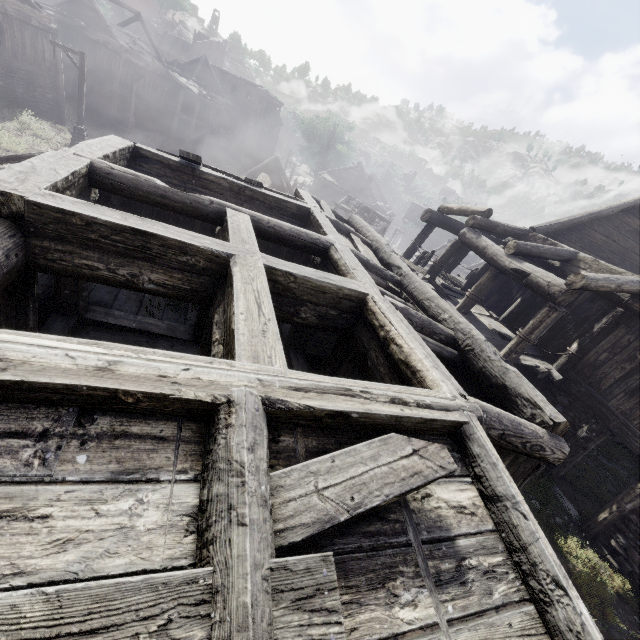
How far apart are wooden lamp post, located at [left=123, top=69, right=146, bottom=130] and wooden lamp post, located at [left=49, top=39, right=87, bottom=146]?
13.0 meters

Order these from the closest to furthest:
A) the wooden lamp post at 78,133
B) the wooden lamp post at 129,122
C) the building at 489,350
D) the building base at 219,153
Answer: the building at 489,350, the wooden lamp post at 78,133, the wooden lamp post at 129,122, the building base at 219,153

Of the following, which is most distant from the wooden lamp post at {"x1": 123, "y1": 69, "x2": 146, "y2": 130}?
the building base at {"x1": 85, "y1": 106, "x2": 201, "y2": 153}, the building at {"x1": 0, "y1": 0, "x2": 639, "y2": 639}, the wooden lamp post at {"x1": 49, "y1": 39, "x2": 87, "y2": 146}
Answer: the building at {"x1": 0, "y1": 0, "x2": 639, "y2": 639}

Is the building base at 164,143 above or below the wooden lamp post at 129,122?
below

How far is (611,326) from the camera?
8.5m

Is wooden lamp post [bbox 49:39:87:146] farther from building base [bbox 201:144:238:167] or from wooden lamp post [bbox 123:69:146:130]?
wooden lamp post [bbox 123:69:146:130]

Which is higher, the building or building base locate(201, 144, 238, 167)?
the building
